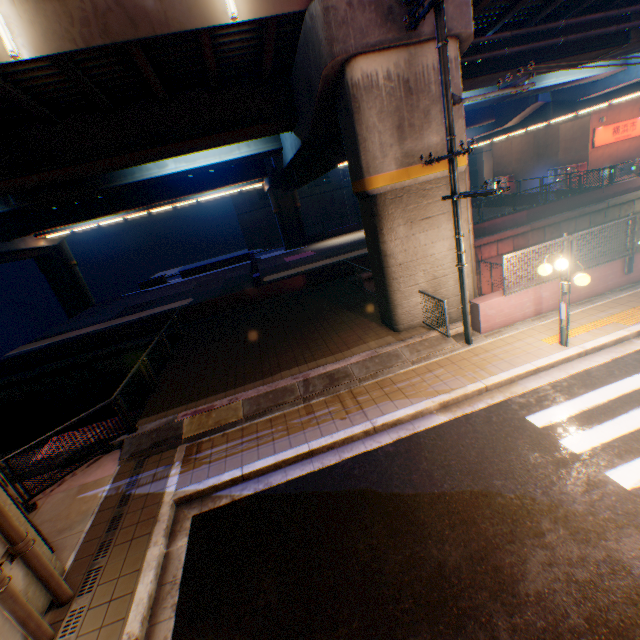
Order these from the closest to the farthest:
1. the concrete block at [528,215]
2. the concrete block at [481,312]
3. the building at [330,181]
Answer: the concrete block at [481,312] < the concrete block at [528,215] < the building at [330,181]

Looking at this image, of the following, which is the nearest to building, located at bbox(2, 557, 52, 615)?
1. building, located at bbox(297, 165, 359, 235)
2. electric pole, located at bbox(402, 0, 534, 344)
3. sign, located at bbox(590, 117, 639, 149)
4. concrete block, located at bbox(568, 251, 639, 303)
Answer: electric pole, located at bbox(402, 0, 534, 344)

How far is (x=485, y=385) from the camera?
7.5m

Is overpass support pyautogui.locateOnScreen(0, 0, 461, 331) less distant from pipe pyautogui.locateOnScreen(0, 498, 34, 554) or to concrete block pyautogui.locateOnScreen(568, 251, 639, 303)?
concrete block pyautogui.locateOnScreen(568, 251, 639, 303)

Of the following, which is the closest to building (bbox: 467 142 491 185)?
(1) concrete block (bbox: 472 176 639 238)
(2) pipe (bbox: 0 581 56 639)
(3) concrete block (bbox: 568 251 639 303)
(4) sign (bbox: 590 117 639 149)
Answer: (1) concrete block (bbox: 472 176 639 238)

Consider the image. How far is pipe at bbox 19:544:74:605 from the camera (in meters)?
4.68

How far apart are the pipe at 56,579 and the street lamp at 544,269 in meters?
10.9 m

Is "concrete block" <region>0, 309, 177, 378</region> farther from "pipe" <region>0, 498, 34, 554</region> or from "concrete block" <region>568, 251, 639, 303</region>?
"pipe" <region>0, 498, 34, 554</region>
